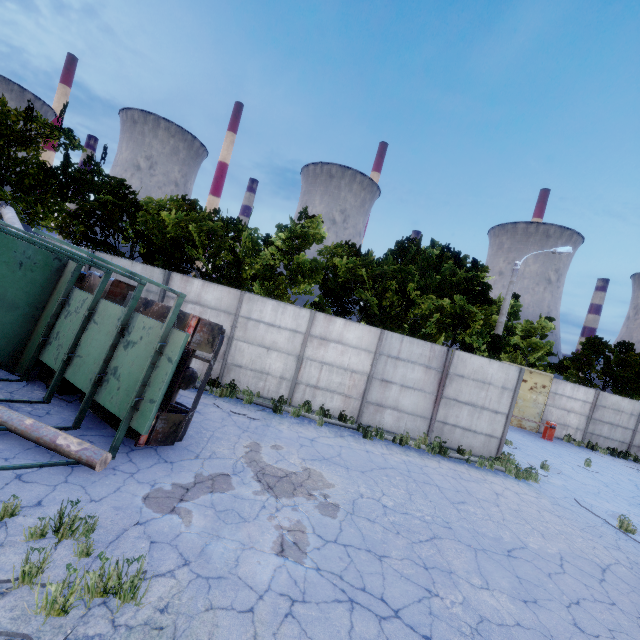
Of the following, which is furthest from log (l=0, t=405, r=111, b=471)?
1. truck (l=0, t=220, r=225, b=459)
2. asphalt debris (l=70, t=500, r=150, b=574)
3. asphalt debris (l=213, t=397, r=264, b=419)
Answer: asphalt debris (l=213, t=397, r=264, b=419)

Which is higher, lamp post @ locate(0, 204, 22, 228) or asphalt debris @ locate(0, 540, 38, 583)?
lamp post @ locate(0, 204, 22, 228)

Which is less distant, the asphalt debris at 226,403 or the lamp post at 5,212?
the asphalt debris at 226,403

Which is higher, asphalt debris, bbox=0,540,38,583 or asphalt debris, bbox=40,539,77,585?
asphalt debris, bbox=0,540,38,583

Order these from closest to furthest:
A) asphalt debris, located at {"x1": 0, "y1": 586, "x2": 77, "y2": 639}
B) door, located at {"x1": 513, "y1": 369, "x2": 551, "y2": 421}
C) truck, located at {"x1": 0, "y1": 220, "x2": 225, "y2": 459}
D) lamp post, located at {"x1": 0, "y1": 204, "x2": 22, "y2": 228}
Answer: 1. asphalt debris, located at {"x1": 0, "y1": 586, "x2": 77, "y2": 639}
2. truck, located at {"x1": 0, "y1": 220, "x2": 225, "y2": 459}
3. lamp post, located at {"x1": 0, "y1": 204, "x2": 22, "y2": 228}
4. door, located at {"x1": 513, "y1": 369, "x2": 551, "y2": 421}

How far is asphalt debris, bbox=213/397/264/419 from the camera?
9.85m

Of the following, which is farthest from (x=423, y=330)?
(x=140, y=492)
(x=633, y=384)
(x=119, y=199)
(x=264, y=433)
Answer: (x=633, y=384)

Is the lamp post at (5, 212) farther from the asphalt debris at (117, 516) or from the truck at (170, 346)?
the asphalt debris at (117, 516)
